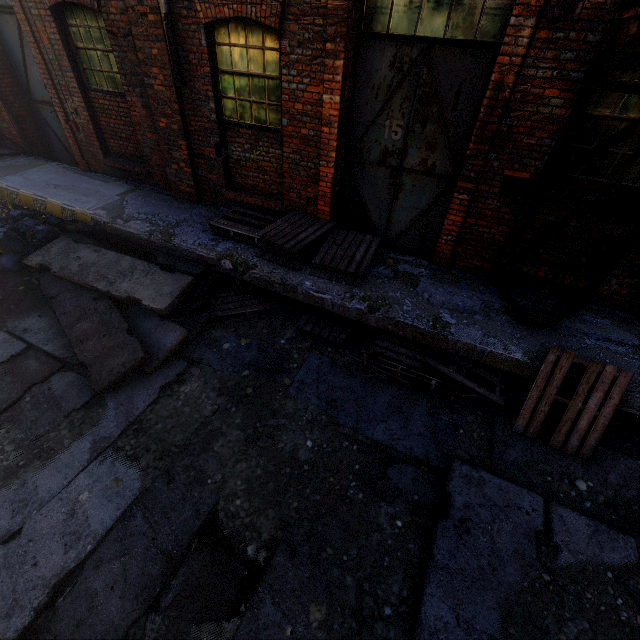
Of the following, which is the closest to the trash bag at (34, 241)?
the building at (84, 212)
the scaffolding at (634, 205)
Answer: the building at (84, 212)

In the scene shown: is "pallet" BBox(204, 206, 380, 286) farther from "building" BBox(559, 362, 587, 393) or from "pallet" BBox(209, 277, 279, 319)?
"pallet" BBox(209, 277, 279, 319)

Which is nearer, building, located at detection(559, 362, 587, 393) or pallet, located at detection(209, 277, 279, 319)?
building, located at detection(559, 362, 587, 393)

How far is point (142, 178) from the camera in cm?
717

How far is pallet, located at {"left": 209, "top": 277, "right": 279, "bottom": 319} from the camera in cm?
557

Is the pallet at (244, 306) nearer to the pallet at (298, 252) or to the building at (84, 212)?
the building at (84, 212)

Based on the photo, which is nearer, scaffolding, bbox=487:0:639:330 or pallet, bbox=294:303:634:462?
scaffolding, bbox=487:0:639:330

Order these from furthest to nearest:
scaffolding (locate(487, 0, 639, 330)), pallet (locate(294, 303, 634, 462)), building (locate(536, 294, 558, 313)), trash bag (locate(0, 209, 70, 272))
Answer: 1. trash bag (locate(0, 209, 70, 272))
2. building (locate(536, 294, 558, 313))
3. pallet (locate(294, 303, 634, 462))
4. scaffolding (locate(487, 0, 639, 330))
